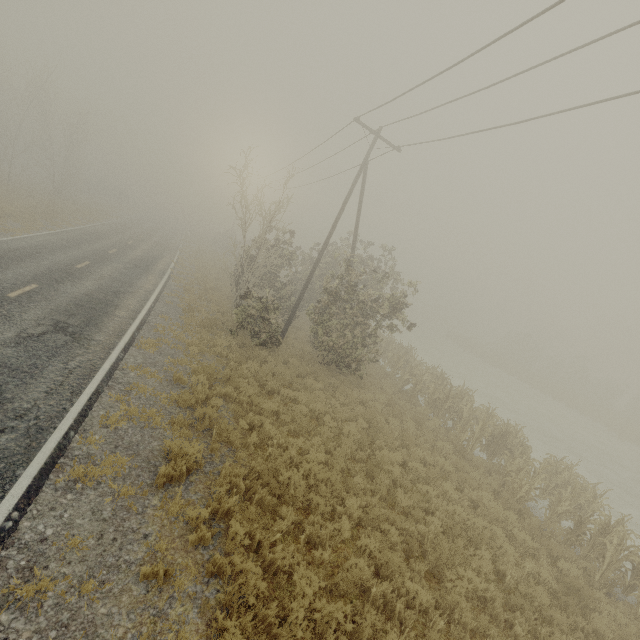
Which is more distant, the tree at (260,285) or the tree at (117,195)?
the tree at (117,195)

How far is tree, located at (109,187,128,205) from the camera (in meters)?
56.73

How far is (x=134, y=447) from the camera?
6.91m

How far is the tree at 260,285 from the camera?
15.1m

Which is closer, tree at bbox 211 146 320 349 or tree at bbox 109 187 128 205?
tree at bbox 211 146 320 349

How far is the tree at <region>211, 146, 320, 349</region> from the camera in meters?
15.1
